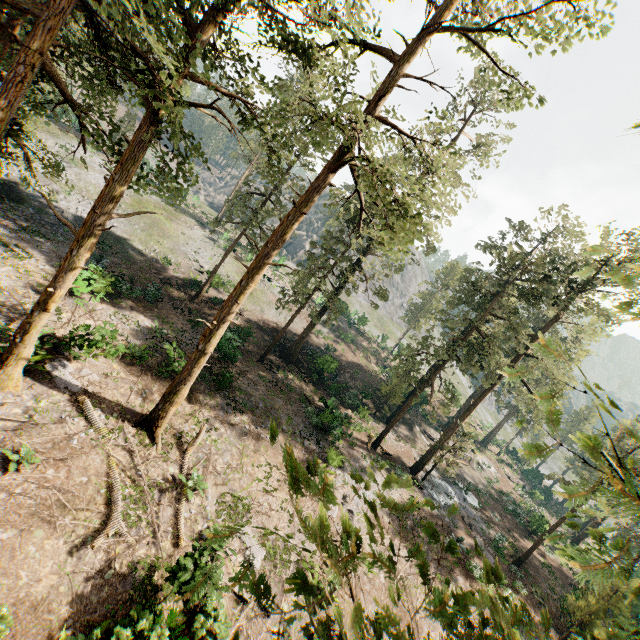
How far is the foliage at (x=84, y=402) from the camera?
Answer: 14.0m

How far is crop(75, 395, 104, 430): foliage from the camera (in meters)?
14.02

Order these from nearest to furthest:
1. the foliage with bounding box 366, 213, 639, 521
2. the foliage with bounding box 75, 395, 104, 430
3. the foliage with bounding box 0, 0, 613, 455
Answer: the foliage with bounding box 366, 213, 639, 521, the foliage with bounding box 0, 0, 613, 455, the foliage with bounding box 75, 395, 104, 430

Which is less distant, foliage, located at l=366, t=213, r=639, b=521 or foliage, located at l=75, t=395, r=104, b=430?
foliage, located at l=366, t=213, r=639, b=521

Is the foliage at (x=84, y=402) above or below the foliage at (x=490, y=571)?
below

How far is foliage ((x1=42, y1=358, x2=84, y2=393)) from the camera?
14.5 meters

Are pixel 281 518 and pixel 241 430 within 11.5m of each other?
yes
